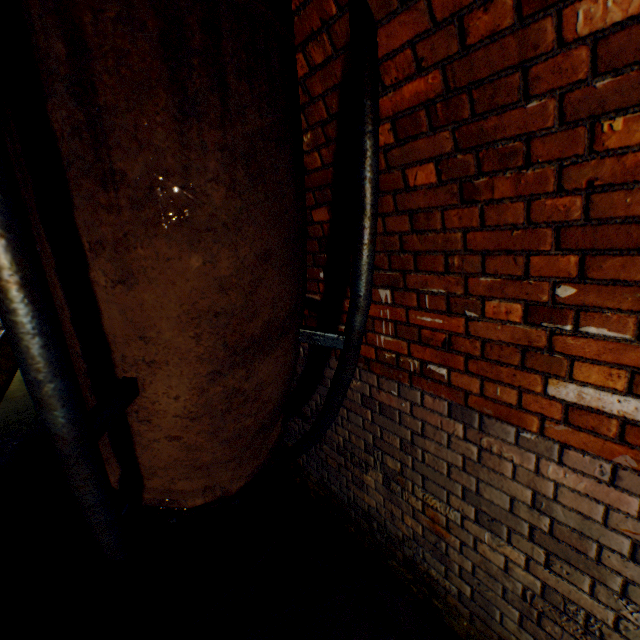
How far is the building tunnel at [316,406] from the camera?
2.4m

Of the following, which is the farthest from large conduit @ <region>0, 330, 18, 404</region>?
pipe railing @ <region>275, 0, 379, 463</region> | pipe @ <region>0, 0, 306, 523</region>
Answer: pipe @ <region>0, 0, 306, 523</region>

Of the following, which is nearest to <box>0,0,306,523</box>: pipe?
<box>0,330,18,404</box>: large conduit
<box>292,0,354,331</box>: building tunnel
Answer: <box>292,0,354,331</box>: building tunnel

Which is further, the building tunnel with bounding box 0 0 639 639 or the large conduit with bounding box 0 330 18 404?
the large conduit with bounding box 0 330 18 404

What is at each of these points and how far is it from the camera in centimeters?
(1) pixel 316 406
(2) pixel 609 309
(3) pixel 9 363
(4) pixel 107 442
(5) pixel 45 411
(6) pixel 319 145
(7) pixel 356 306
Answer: (1) building tunnel, 262cm
(2) building tunnel, 101cm
(3) large conduit, 490cm
(4) pipe, 140cm
(5) pipe railing, 77cm
(6) building tunnel, 159cm
(7) pipe railing, 138cm

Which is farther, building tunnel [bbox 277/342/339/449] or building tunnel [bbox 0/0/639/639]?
building tunnel [bbox 277/342/339/449]

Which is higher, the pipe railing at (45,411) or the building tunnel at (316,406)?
the pipe railing at (45,411)

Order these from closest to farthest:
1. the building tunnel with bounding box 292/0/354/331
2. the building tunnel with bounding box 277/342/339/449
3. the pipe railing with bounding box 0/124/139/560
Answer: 1. the pipe railing with bounding box 0/124/139/560
2. the building tunnel with bounding box 292/0/354/331
3. the building tunnel with bounding box 277/342/339/449
